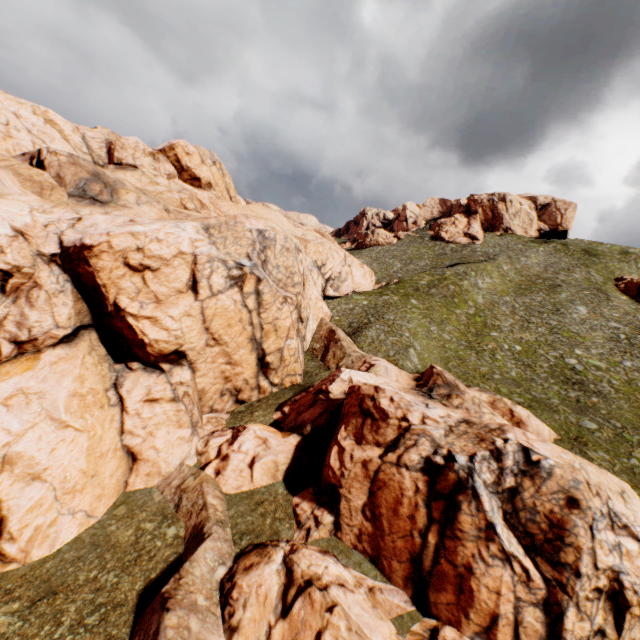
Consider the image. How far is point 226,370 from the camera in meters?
25.5 m

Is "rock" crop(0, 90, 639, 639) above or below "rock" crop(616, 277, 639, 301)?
below

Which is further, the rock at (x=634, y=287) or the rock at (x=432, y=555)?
the rock at (x=634, y=287)

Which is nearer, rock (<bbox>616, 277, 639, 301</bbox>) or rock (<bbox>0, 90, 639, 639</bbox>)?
rock (<bbox>0, 90, 639, 639</bbox>)

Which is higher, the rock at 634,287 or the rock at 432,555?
the rock at 634,287
